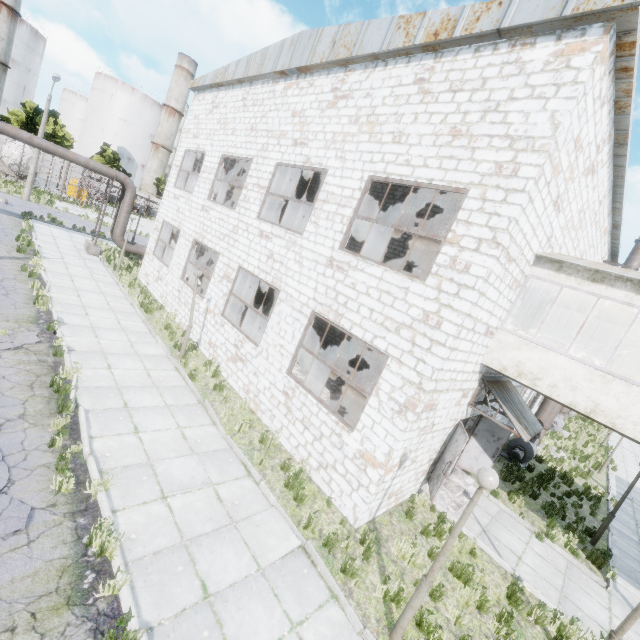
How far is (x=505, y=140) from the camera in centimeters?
641cm

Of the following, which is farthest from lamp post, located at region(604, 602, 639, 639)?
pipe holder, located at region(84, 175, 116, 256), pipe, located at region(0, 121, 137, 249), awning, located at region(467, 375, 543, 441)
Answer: pipe holder, located at region(84, 175, 116, 256)

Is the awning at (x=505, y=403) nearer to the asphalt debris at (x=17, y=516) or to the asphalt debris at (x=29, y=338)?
the asphalt debris at (x=17, y=516)

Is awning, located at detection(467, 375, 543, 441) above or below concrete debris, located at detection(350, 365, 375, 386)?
above

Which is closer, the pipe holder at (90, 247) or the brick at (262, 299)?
the pipe holder at (90, 247)

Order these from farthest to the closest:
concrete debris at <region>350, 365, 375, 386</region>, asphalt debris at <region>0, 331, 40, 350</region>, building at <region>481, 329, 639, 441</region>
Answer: concrete debris at <region>350, 365, 375, 386</region> < asphalt debris at <region>0, 331, 40, 350</region> < building at <region>481, 329, 639, 441</region>

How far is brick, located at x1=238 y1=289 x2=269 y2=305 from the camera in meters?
24.1 m

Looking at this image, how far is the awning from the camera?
8.8 meters
